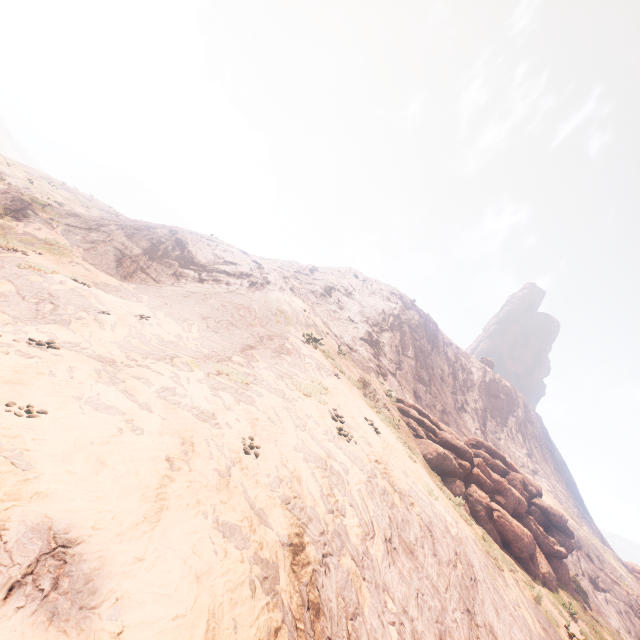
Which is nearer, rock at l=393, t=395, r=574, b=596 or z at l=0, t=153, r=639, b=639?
z at l=0, t=153, r=639, b=639

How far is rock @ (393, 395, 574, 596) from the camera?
15.9m

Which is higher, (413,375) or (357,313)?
(357,313)

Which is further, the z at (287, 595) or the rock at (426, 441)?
the rock at (426, 441)

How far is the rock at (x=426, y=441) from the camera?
15.9 meters
